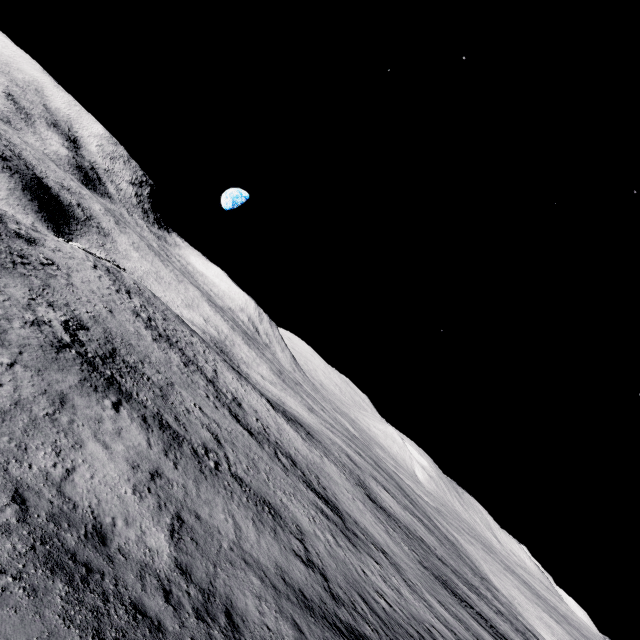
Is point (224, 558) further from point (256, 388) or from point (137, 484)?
point (256, 388)
